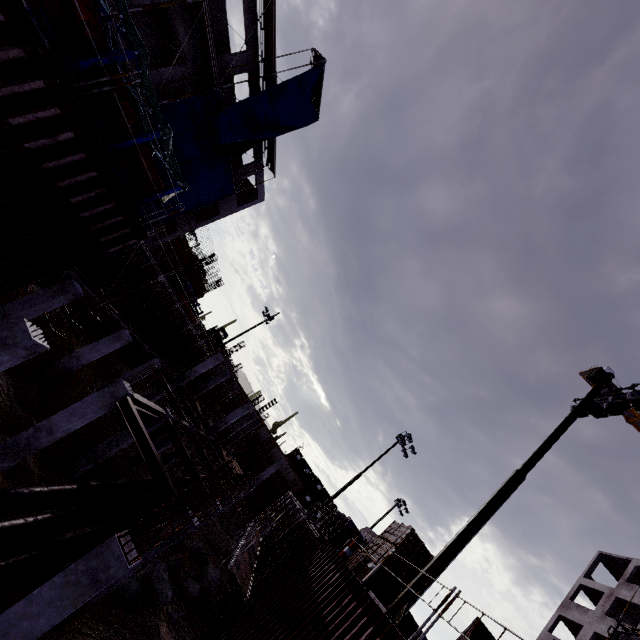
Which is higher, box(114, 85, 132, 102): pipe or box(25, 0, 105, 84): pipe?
box(114, 85, 132, 102): pipe

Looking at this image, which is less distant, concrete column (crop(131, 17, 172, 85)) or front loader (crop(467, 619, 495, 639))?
front loader (crop(467, 619, 495, 639))

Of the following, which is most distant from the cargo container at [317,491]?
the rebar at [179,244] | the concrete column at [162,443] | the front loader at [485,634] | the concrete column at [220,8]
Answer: the front loader at [485,634]

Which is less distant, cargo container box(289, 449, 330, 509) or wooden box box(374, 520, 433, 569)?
wooden box box(374, 520, 433, 569)

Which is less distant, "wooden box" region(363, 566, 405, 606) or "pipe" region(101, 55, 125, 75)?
"pipe" region(101, 55, 125, 75)

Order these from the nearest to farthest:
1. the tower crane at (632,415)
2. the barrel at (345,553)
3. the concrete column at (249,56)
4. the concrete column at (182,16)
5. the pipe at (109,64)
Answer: the pipe at (109,64)
the barrel at (345,553)
the concrete column at (182,16)
the concrete column at (249,56)
the tower crane at (632,415)

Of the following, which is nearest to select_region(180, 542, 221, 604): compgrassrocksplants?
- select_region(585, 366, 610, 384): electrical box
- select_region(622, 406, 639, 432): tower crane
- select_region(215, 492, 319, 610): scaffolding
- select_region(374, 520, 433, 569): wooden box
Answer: select_region(215, 492, 319, 610): scaffolding

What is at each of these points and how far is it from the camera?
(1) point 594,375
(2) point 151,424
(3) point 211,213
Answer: (1) electrical box, 11.7 meters
(2) concrete column, 15.5 meters
(3) concrete column, 29.9 meters
